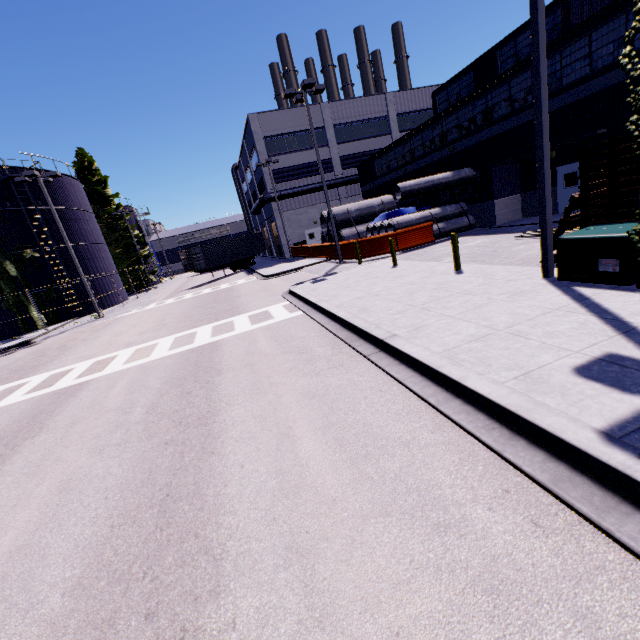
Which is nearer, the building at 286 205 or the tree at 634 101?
the tree at 634 101

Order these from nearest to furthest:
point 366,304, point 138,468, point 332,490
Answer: point 332,490
point 138,468
point 366,304

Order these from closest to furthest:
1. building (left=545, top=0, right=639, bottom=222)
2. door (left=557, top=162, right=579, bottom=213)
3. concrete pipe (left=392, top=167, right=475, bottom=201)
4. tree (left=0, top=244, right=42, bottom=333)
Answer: building (left=545, top=0, right=639, bottom=222)
door (left=557, top=162, right=579, bottom=213)
concrete pipe (left=392, top=167, right=475, bottom=201)
tree (left=0, top=244, right=42, bottom=333)

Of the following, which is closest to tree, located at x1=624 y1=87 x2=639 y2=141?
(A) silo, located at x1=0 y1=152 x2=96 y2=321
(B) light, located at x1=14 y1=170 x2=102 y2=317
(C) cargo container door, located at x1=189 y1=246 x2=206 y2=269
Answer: (A) silo, located at x1=0 y1=152 x2=96 y2=321

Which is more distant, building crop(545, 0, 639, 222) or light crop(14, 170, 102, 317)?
light crop(14, 170, 102, 317)

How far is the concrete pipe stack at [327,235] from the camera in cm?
2710

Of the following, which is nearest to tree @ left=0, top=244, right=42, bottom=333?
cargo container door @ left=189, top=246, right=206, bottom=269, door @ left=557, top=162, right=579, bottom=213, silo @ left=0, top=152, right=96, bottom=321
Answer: silo @ left=0, top=152, right=96, bottom=321

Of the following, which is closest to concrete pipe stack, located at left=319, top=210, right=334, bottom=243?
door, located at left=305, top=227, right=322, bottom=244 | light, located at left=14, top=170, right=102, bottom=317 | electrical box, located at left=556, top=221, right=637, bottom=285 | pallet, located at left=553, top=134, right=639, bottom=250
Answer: door, located at left=305, top=227, right=322, bottom=244
